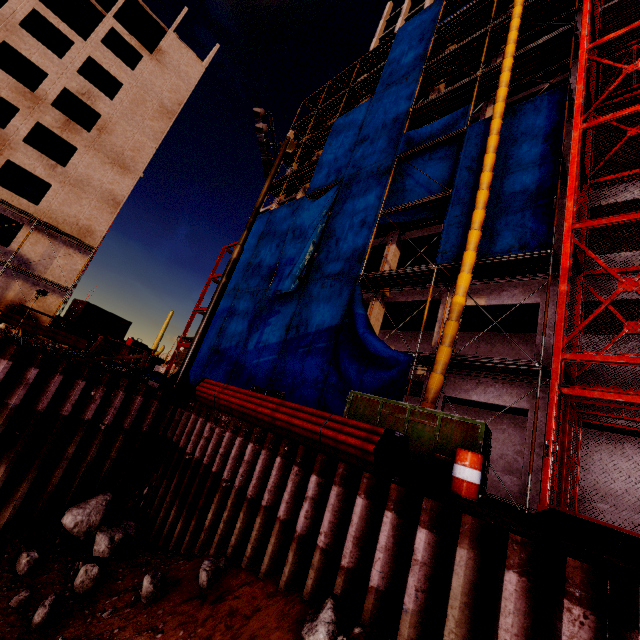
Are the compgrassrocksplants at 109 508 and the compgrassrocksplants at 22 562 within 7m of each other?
yes

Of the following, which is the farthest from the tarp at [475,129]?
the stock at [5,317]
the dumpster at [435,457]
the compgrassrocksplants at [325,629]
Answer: the compgrassrocksplants at [325,629]

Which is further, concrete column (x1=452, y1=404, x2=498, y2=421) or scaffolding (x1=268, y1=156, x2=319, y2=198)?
scaffolding (x1=268, y1=156, x2=319, y2=198)

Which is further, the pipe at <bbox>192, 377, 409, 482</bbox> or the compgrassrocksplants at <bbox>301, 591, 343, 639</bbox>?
the pipe at <bbox>192, 377, 409, 482</bbox>

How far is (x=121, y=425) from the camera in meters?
8.9 m

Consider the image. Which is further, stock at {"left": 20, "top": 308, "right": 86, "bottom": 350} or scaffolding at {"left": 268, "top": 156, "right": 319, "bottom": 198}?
scaffolding at {"left": 268, "top": 156, "right": 319, "bottom": 198}

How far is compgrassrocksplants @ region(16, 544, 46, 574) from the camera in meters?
6.6 m

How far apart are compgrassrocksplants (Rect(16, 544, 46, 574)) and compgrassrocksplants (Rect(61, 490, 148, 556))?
0.5m
